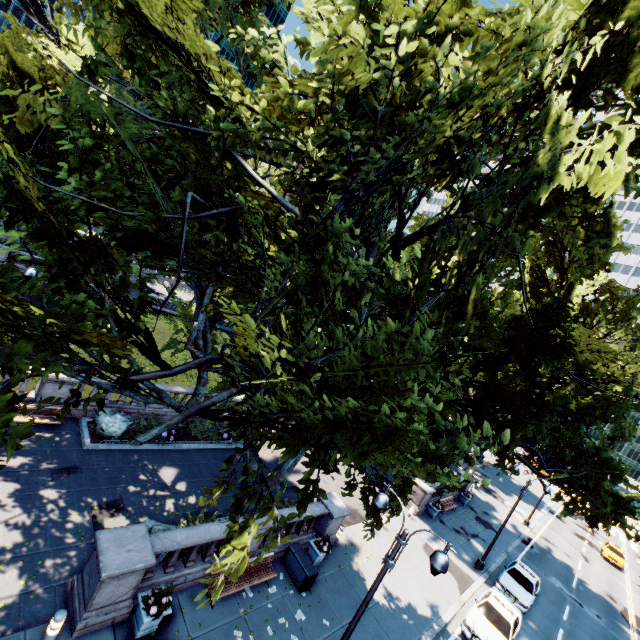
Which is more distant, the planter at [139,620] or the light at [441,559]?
the planter at [139,620]

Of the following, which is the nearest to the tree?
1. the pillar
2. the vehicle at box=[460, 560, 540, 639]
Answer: the vehicle at box=[460, 560, 540, 639]

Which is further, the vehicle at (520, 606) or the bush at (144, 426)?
the bush at (144, 426)

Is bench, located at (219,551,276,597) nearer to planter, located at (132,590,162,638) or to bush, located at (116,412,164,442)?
planter, located at (132,590,162,638)

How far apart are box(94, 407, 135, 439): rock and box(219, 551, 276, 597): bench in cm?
855

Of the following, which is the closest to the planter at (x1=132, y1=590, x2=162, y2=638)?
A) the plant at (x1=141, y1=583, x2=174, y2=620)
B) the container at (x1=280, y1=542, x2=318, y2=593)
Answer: the plant at (x1=141, y1=583, x2=174, y2=620)

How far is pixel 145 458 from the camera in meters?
16.3

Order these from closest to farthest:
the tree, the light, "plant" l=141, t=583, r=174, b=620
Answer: the tree → the light → "plant" l=141, t=583, r=174, b=620
